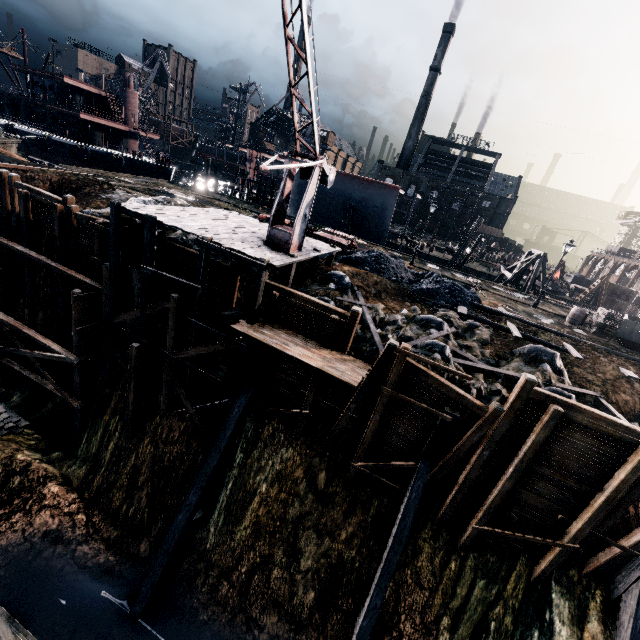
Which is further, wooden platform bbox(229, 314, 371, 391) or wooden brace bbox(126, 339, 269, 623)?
wooden brace bbox(126, 339, 269, 623)

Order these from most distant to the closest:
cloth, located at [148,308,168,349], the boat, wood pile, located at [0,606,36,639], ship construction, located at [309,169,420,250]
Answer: the boat, ship construction, located at [309,169,420,250], cloth, located at [148,308,168,349], wood pile, located at [0,606,36,639]

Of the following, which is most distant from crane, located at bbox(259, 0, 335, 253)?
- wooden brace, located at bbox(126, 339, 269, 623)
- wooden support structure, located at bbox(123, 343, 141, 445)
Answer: wooden support structure, located at bbox(123, 343, 141, 445)

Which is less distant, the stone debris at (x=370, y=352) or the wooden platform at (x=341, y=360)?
the wooden platform at (x=341, y=360)

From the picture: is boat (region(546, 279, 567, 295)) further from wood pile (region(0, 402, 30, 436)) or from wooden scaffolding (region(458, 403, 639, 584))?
wood pile (region(0, 402, 30, 436))

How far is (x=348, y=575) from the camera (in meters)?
14.66

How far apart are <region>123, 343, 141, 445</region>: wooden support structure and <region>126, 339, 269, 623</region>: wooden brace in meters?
A: 5.6

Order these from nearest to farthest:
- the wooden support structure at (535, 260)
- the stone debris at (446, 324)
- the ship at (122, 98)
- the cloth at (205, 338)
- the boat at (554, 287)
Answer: the stone debris at (446, 324), the cloth at (205, 338), the wooden support structure at (535, 260), the ship at (122, 98), the boat at (554, 287)
